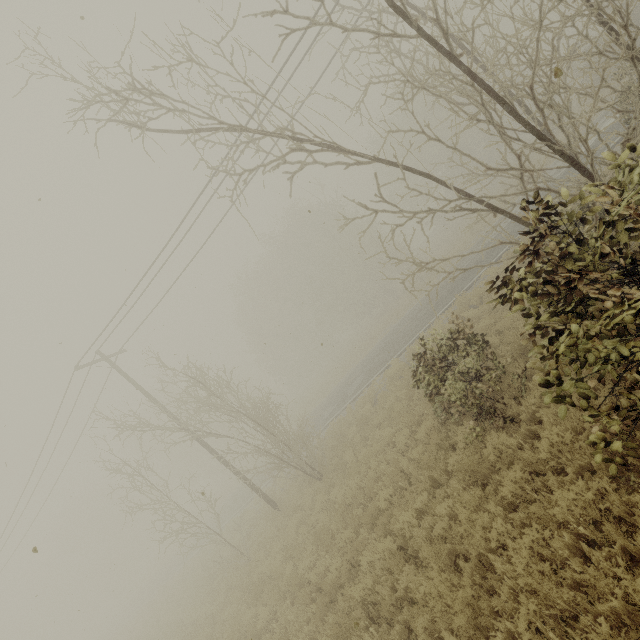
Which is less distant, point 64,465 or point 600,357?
point 600,357
